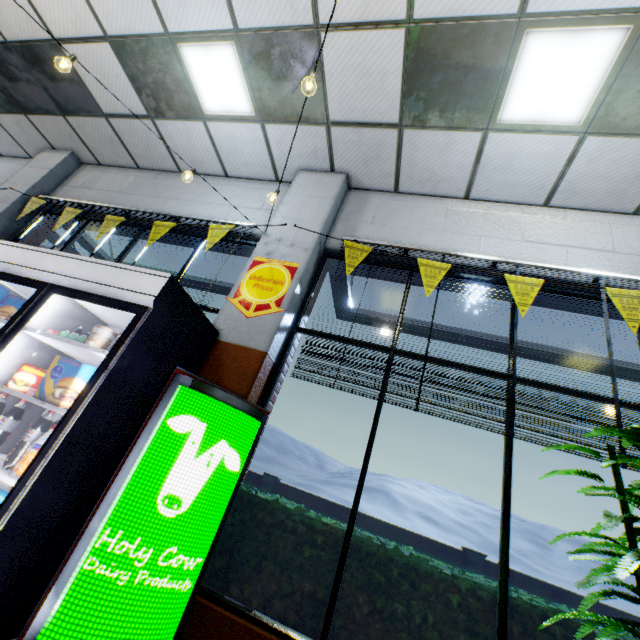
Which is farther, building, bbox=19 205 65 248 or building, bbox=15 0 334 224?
building, bbox=19 205 65 248

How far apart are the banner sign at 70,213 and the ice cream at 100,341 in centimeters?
315cm

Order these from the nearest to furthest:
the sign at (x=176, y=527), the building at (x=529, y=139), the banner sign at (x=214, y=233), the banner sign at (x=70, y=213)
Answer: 1. the sign at (x=176, y=527)
2. the building at (x=529, y=139)
3. the banner sign at (x=214, y=233)
4. the banner sign at (x=70, y=213)

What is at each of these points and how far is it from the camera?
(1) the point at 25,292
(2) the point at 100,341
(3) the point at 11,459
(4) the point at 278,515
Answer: (1) wall refrigerator, 3.1m
(2) ice cream, 2.4m
(3) soda bottle, 2.1m
(4) hedge, 2.7m

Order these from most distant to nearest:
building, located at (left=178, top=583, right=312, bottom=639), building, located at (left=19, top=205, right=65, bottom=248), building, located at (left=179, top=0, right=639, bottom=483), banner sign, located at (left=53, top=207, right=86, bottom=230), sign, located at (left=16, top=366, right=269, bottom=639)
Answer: building, located at (left=19, top=205, right=65, bottom=248), banner sign, located at (left=53, top=207, right=86, bottom=230), building, located at (left=179, top=0, right=639, bottom=483), building, located at (left=178, top=583, right=312, bottom=639), sign, located at (left=16, top=366, right=269, bottom=639)

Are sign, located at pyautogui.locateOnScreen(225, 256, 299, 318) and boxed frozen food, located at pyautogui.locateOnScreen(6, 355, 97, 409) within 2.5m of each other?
yes

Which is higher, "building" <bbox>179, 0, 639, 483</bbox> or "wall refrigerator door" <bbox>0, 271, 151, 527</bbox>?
A: "building" <bbox>179, 0, 639, 483</bbox>

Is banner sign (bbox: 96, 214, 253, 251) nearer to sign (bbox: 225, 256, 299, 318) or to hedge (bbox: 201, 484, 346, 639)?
sign (bbox: 225, 256, 299, 318)
